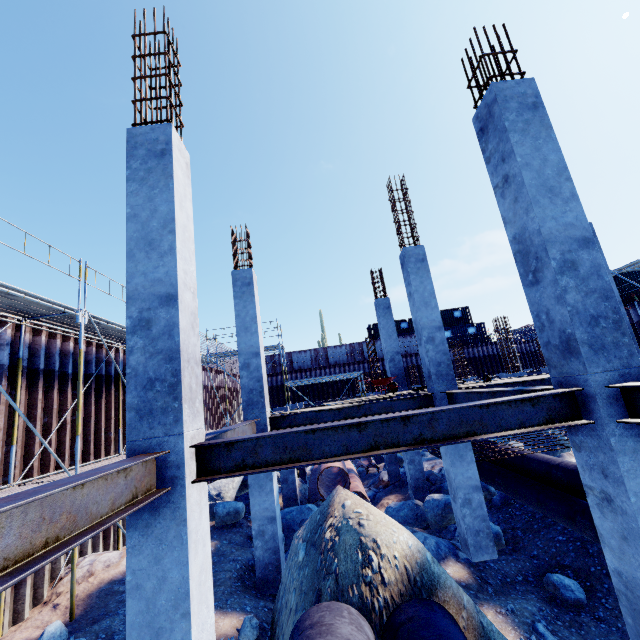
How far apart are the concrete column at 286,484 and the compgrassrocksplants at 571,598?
7.75m

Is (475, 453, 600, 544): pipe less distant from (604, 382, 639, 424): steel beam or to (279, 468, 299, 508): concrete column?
(604, 382, 639, 424): steel beam

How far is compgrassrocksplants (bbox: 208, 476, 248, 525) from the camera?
11.05m

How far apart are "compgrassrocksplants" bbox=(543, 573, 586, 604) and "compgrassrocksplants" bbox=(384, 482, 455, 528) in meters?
3.1 m

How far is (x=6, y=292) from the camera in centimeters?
621cm

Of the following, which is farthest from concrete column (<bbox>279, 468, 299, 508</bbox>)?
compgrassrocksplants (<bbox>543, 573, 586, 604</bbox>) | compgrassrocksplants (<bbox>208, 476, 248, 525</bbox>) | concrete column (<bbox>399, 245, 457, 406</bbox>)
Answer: compgrassrocksplants (<bbox>543, 573, 586, 604</bbox>)

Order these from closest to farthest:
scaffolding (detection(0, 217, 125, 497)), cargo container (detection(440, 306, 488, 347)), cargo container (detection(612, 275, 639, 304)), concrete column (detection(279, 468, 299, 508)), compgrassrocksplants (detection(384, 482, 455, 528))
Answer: scaffolding (detection(0, 217, 125, 497)) → compgrassrocksplants (detection(384, 482, 455, 528)) → concrete column (detection(279, 468, 299, 508)) → cargo container (detection(612, 275, 639, 304)) → cargo container (detection(440, 306, 488, 347))

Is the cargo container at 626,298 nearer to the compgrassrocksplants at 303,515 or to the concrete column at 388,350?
the concrete column at 388,350
